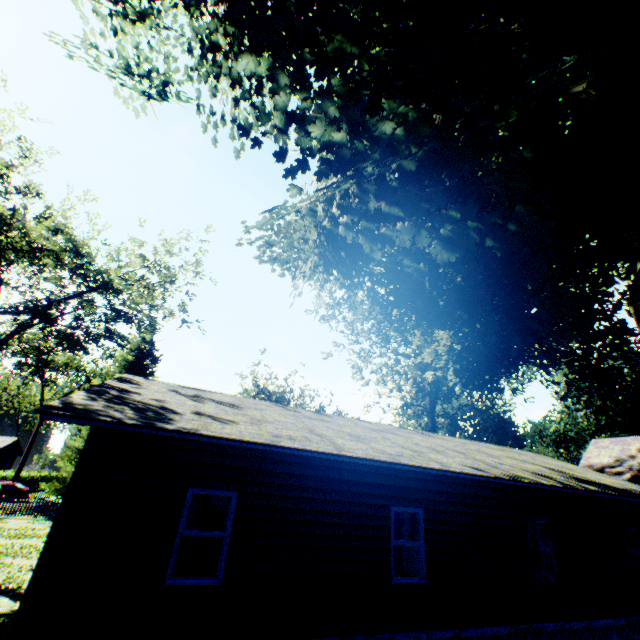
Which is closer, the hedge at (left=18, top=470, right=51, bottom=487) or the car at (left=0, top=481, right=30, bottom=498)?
the car at (left=0, top=481, right=30, bottom=498)

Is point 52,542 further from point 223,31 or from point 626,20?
point 223,31

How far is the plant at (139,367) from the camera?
28.38m

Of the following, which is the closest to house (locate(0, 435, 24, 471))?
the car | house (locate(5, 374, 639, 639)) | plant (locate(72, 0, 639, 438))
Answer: the car

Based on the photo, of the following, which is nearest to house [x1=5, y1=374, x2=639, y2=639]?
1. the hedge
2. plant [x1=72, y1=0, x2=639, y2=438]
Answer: plant [x1=72, y1=0, x2=639, y2=438]

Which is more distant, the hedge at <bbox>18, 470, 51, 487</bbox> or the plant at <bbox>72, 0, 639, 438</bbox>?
the hedge at <bbox>18, 470, 51, 487</bbox>

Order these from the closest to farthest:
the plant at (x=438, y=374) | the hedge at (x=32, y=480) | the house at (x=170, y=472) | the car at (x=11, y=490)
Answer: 1. the plant at (x=438, y=374)
2. the house at (x=170, y=472)
3. the car at (x=11, y=490)
4. the hedge at (x=32, y=480)
